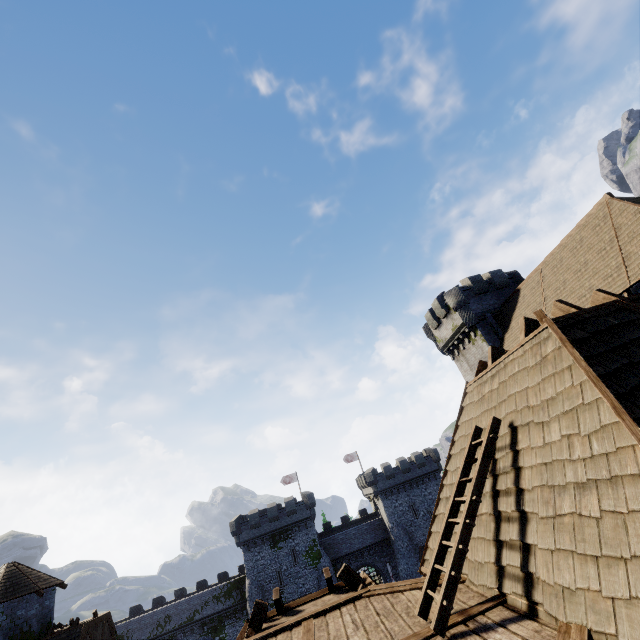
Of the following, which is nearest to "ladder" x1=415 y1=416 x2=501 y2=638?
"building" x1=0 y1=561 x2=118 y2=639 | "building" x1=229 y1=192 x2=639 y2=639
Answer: "building" x1=229 y1=192 x2=639 y2=639

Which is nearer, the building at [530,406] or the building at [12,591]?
the building at [530,406]

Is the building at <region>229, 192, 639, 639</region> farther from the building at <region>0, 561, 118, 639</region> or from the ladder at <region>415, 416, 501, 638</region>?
the building at <region>0, 561, 118, 639</region>

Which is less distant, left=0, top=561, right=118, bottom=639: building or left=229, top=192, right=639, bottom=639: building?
left=229, top=192, right=639, bottom=639: building

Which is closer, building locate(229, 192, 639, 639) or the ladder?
building locate(229, 192, 639, 639)

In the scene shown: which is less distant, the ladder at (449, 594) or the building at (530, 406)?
the building at (530, 406)

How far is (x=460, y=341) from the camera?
30.0m

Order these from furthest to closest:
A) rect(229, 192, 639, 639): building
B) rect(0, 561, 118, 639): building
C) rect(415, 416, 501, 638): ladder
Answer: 1. rect(0, 561, 118, 639): building
2. rect(415, 416, 501, 638): ladder
3. rect(229, 192, 639, 639): building
